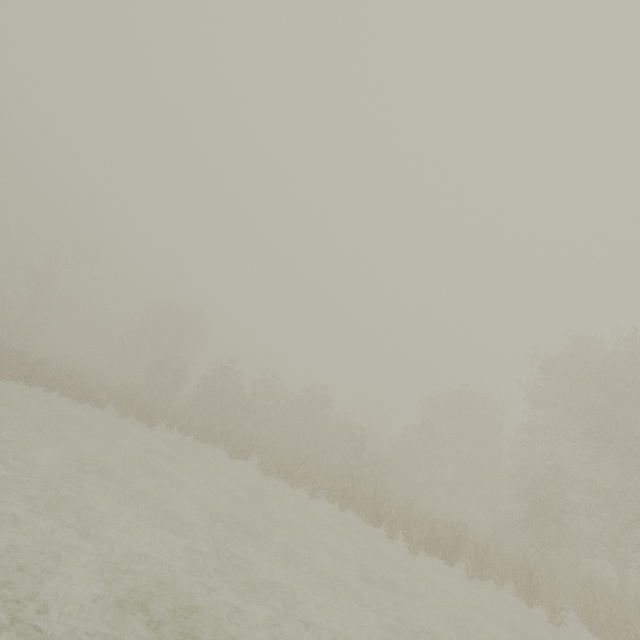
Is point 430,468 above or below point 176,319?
below
